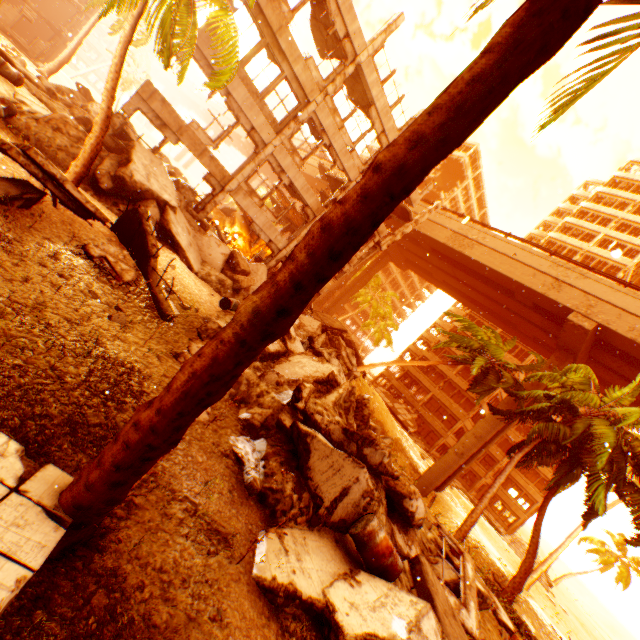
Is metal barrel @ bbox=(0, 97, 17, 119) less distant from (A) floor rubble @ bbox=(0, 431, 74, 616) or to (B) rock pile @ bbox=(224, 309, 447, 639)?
(B) rock pile @ bbox=(224, 309, 447, 639)

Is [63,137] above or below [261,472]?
above

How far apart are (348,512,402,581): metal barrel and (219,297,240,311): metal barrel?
9.01m

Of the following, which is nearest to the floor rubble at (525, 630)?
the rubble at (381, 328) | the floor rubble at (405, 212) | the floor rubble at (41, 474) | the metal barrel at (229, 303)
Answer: the floor rubble at (41, 474)

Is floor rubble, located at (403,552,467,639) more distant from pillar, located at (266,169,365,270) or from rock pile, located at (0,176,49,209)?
pillar, located at (266,169,365,270)

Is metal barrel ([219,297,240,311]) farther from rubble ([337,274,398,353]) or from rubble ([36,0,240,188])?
rubble ([337,274,398,353])

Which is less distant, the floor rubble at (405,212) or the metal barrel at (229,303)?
the metal barrel at (229,303)

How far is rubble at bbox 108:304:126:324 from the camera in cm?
634
